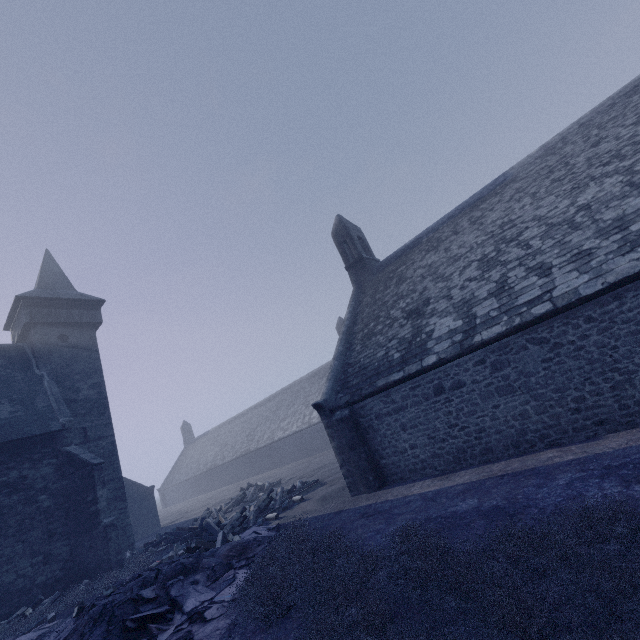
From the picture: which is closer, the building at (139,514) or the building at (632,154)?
the building at (632,154)

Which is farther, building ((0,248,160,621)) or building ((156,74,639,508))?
building ((0,248,160,621))

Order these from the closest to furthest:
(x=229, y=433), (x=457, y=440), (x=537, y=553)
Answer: (x=537, y=553) < (x=457, y=440) < (x=229, y=433)
